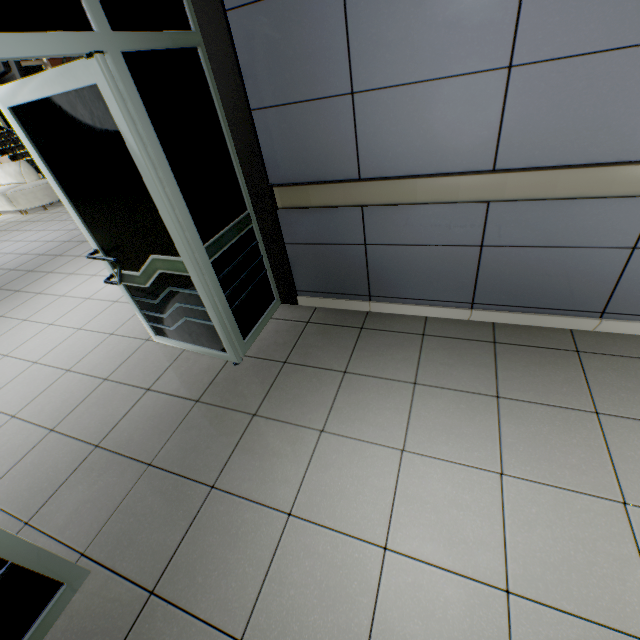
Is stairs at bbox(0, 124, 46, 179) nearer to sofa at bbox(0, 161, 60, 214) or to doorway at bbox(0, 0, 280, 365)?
sofa at bbox(0, 161, 60, 214)

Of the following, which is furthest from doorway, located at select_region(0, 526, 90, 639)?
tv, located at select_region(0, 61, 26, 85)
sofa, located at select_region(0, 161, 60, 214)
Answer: sofa, located at select_region(0, 161, 60, 214)

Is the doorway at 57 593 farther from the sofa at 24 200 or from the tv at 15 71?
the sofa at 24 200

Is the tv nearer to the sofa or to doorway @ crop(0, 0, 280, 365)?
doorway @ crop(0, 0, 280, 365)

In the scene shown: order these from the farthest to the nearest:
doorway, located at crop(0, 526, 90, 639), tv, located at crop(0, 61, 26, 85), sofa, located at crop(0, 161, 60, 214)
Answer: sofa, located at crop(0, 161, 60, 214), tv, located at crop(0, 61, 26, 85), doorway, located at crop(0, 526, 90, 639)

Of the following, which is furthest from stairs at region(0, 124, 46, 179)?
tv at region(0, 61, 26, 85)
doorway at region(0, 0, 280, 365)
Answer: doorway at region(0, 0, 280, 365)

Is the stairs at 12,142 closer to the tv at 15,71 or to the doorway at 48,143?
the tv at 15,71

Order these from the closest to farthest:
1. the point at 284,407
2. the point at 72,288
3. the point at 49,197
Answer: the point at 284,407 < the point at 72,288 < the point at 49,197
